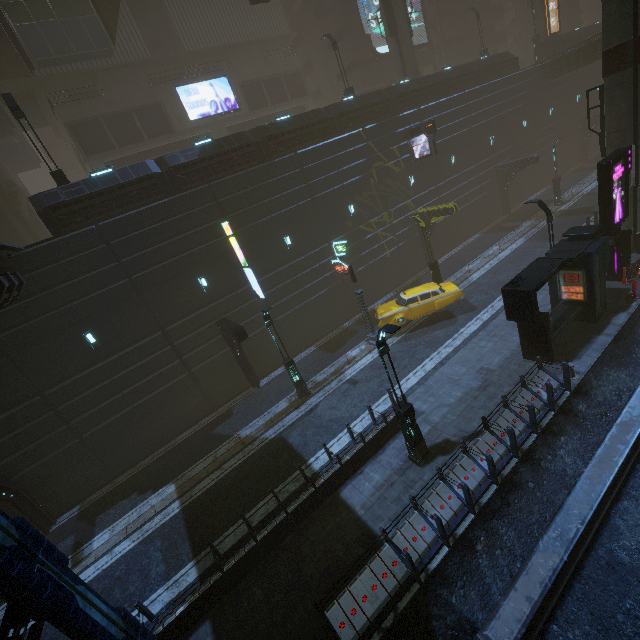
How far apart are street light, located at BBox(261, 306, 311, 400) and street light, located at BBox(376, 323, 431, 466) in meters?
6.7

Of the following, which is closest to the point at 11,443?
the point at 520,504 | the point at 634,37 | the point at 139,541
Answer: the point at 139,541

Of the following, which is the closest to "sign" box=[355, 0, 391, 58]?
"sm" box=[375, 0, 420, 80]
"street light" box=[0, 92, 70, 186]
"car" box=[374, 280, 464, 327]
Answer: "sm" box=[375, 0, 420, 80]

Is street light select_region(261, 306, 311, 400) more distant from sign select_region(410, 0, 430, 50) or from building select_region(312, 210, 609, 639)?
sign select_region(410, 0, 430, 50)

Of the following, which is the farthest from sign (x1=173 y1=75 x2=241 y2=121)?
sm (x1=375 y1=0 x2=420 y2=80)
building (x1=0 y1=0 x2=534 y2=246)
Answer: sm (x1=375 y1=0 x2=420 y2=80)

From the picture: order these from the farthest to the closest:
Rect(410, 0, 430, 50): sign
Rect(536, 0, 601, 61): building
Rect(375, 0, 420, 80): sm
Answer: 1. Rect(410, 0, 430, 50): sign
2. Rect(536, 0, 601, 61): building
3. Rect(375, 0, 420, 80): sm

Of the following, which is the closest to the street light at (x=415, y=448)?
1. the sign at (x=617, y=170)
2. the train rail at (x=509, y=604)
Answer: the train rail at (x=509, y=604)

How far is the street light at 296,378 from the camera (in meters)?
15.58
